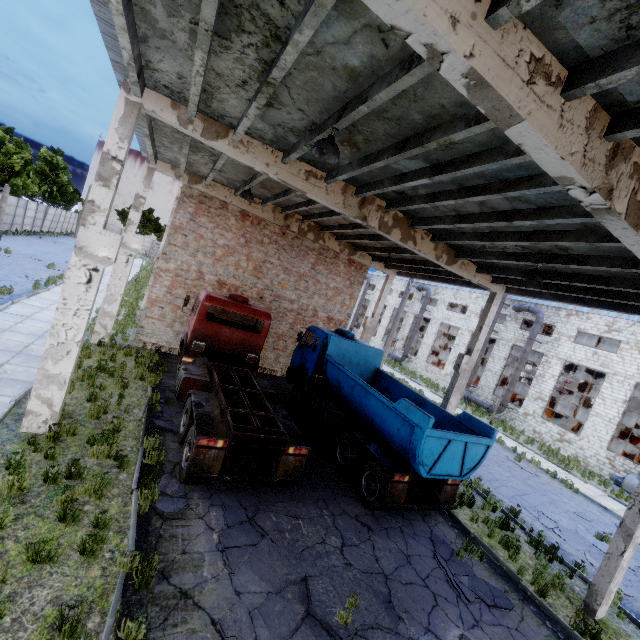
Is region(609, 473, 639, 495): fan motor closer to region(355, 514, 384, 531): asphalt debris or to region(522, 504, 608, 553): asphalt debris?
region(522, 504, 608, 553): asphalt debris

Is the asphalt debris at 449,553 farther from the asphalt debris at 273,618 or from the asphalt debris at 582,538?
the asphalt debris at 582,538

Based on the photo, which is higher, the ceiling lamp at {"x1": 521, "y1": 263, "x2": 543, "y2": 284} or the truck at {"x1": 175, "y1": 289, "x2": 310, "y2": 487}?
the ceiling lamp at {"x1": 521, "y1": 263, "x2": 543, "y2": 284}

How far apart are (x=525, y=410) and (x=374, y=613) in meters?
27.3 m

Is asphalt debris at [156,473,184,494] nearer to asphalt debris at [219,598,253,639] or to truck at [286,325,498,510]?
truck at [286,325,498,510]

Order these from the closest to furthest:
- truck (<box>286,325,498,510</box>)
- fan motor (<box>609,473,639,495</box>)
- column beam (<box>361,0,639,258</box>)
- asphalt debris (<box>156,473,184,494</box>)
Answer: column beam (<box>361,0,639,258</box>) → asphalt debris (<box>156,473,184,494</box>) → truck (<box>286,325,498,510</box>) → fan motor (<box>609,473,639,495</box>)

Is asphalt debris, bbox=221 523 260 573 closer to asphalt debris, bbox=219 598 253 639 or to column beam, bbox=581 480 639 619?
asphalt debris, bbox=219 598 253 639

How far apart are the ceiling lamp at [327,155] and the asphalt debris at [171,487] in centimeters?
737cm
